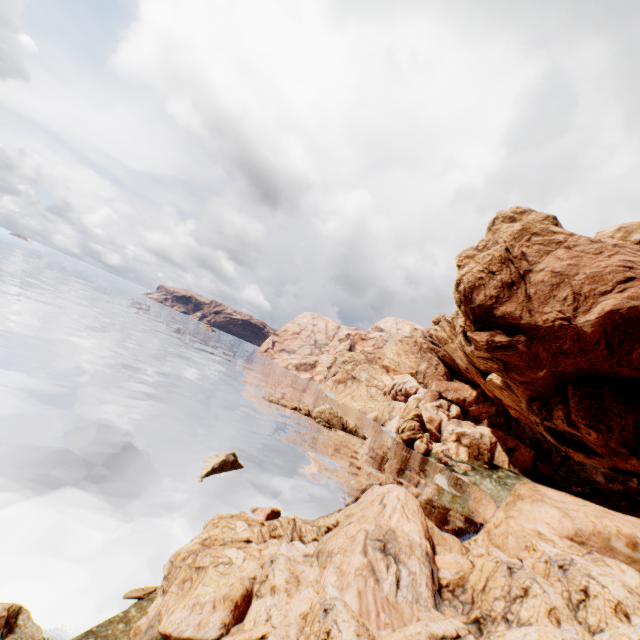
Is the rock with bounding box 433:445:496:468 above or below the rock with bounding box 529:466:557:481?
below

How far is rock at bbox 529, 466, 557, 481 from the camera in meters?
58.8

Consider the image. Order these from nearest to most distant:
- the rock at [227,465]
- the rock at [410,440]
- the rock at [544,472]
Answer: the rock at [227,465] → the rock at [410,440] → the rock at [544,472]

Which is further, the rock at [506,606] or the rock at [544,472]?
the rock at [544,472]

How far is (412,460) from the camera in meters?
49.3 m

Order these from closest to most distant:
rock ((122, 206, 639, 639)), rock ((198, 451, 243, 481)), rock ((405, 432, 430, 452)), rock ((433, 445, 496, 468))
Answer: rock ((122, 206, 639, 639)) → rock ((198, 451, 243, 481)) → rock ((433, 445, 496, 468)) → rock ((405, 432, 430, 452))
